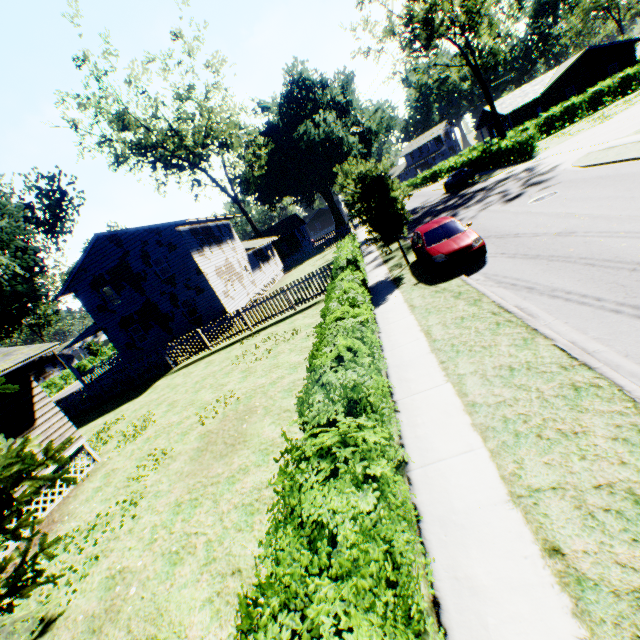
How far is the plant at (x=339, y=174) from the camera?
14.66m

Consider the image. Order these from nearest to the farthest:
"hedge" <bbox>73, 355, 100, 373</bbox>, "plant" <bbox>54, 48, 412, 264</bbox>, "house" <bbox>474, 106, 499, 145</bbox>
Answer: "plant" <bbox>54, 48, 412, 264</bbox> → "house" <bbox>474, 106, 499, 145</bbox> → "hedge" <bbox>73, 355, 100, 373</bbox>

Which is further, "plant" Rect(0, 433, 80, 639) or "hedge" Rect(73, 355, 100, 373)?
"hedge" Rect(73, 355, 100, 373)

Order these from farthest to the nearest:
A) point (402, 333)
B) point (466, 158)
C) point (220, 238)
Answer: point (466, 158), point (220, 238), point (402, 333)

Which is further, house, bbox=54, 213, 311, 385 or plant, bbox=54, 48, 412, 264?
house, bbox=54, 213, 311, 385

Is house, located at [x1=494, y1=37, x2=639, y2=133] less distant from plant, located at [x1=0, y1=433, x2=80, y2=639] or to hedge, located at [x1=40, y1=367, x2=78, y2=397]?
plant, located at [x1=0, y1=433, x2=80, y2=639]

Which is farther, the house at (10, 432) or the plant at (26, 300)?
the plant at (26, 300)

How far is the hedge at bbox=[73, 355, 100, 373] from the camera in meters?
51.8
